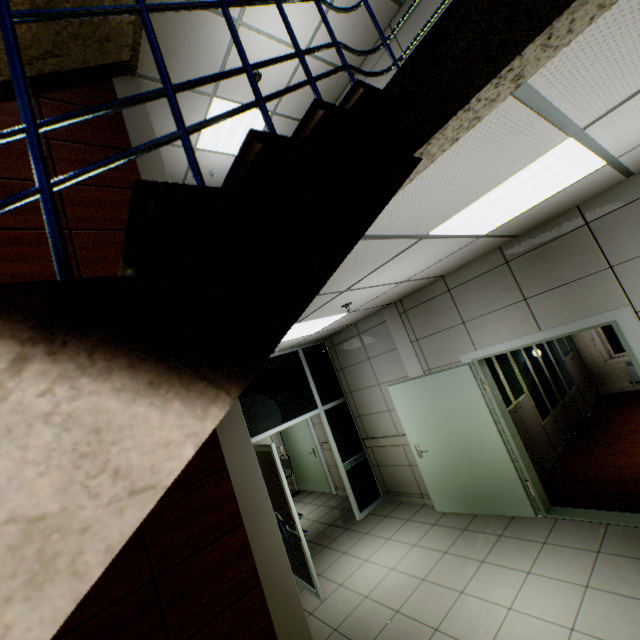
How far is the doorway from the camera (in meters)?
4.32

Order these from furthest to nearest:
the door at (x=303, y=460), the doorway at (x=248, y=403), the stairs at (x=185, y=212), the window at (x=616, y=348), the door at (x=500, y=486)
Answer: the door at (x=303, y=460) < the window at (x=616, y=348) < the doorway at (x=248, y=403) < the door at (x=500, y=486) < the stairs at (x=185, y=212)

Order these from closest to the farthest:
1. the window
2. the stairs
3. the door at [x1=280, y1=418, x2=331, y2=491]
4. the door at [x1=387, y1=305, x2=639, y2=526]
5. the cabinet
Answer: the stairs
the door at [x1=387, y1=305, x2=639, y2=526]
the cabinet
the window
the door at [x1=280, y1=418, x2=331, y2=491]

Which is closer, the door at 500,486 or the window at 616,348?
the door at 500,486

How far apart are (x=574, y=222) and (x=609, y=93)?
2.33m

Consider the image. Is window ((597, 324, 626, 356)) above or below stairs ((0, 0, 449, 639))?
below

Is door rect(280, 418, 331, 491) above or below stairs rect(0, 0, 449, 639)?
below

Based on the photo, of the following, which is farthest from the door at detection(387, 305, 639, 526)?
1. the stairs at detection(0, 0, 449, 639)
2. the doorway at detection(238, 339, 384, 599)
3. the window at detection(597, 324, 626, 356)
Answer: the window at detection(597, 324, 626, 356)
